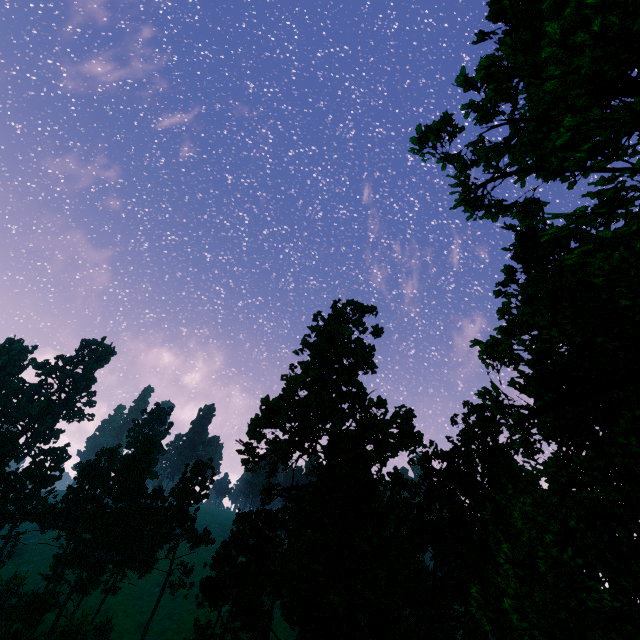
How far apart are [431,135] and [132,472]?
71.6m

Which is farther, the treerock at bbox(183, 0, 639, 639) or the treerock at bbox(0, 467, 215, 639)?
the treerock at bbox(0, 467, 215, 639)

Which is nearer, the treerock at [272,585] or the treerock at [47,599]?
the treerock at [272,585]
